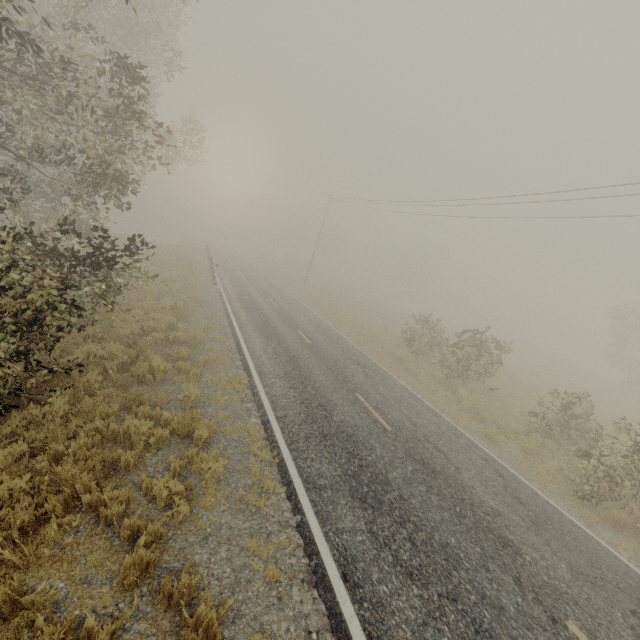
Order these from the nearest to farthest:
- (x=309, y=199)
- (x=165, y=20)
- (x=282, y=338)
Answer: (x=282, y=338), (x=165, y=20), (x=309, y=199)
